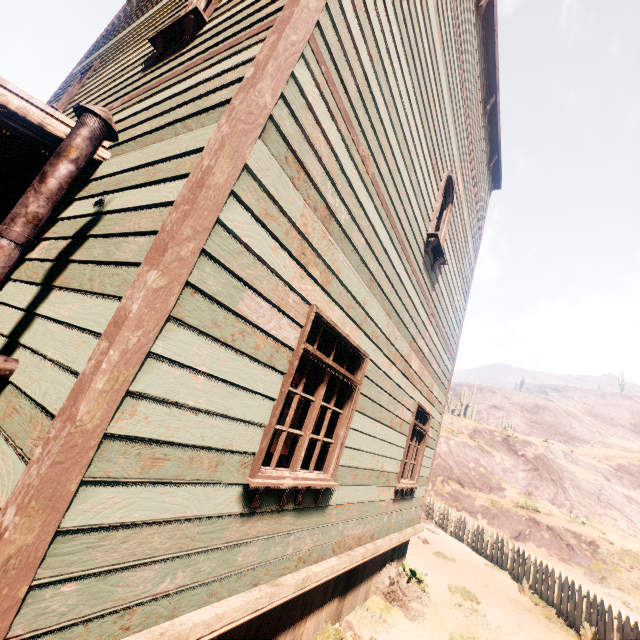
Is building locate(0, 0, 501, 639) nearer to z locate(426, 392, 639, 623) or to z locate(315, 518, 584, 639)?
z locate(315, 518, 584, 639)

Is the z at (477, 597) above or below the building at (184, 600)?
below

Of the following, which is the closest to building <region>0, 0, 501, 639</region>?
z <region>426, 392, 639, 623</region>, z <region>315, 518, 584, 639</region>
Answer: z <region>315, 518, 584, 639</region>

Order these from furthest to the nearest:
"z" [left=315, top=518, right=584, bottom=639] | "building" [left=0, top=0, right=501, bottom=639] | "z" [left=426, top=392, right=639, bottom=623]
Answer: "z" [left=426, top=392, right=639, bottom=623], "z" [left=315, top=518, right=584, bottom=639], "building" [left=0, top=0, right=501, bottom=639]

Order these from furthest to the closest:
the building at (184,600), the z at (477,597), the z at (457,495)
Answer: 1. the z at (457,495)
2. the z at (477,597)
3. the building at (184,600)

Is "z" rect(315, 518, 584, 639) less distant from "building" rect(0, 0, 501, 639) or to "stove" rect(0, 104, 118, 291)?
"building" rect(0, 0, 501, 639)

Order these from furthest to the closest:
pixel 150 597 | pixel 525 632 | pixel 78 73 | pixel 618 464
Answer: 1. pixel 618 464
2. pixel 78 73
3. pixel 525 632
4. pixel 150 597

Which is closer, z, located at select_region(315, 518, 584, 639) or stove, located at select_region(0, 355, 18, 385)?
stove, located at select_region(0, 355, 18, 385)
